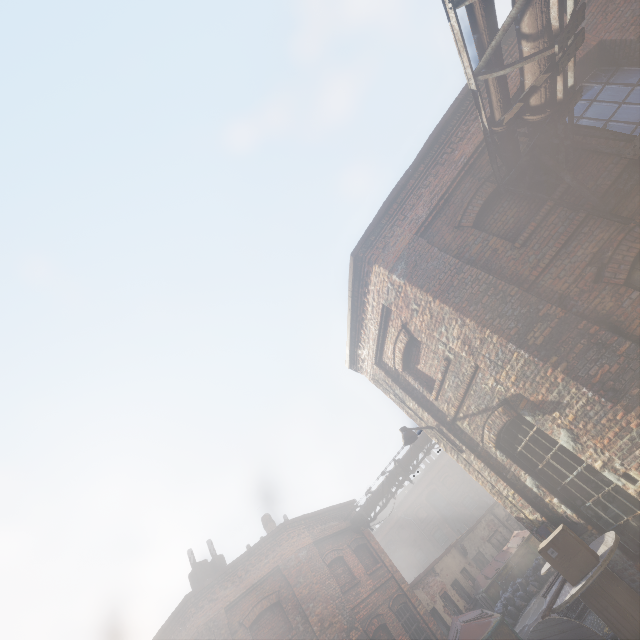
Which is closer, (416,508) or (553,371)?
(553,371)

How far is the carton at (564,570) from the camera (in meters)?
4.41

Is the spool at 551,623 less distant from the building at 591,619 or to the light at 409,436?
the building at 591,619

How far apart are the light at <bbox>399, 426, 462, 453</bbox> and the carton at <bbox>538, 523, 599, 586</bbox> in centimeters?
269cm

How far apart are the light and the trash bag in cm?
1310

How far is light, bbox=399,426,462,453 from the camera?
7.72m

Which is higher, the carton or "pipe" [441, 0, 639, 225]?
"pipe" [441, 0, 639, 225]

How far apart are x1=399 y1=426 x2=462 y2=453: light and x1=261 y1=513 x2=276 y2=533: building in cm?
1329
